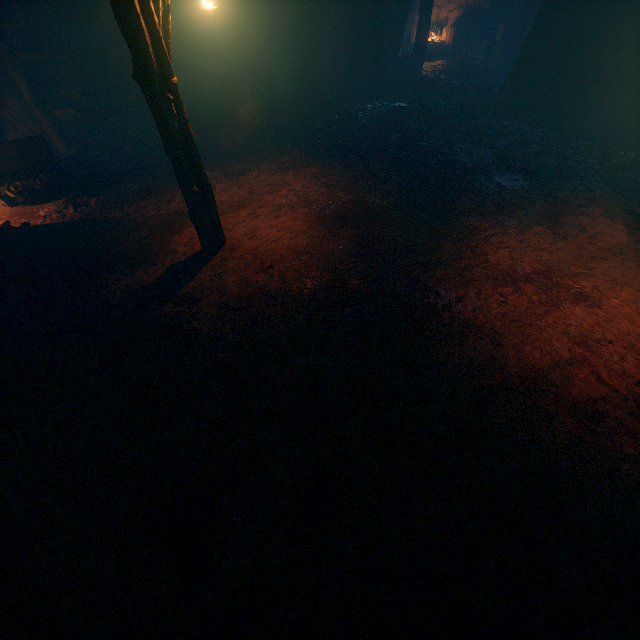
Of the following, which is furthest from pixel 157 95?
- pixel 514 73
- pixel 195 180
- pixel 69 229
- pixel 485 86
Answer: pixel 485 86

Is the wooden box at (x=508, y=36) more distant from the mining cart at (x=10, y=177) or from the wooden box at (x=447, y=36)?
the mining cart at (x=10, y=177)

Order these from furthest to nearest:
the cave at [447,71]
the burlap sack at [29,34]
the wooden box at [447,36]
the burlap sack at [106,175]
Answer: the wooden box at [447,36] → the cave at [447,71] → the burlap sack at [29,34] → the burlap sack at [106,175]

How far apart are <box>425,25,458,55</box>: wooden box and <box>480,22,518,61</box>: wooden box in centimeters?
157cm

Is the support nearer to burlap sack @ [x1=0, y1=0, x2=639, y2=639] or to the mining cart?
burlap sack @ [x1=0, y1=0, x2=639, y2=639]

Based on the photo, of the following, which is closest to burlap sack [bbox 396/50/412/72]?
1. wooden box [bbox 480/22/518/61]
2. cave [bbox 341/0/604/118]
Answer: cave [bbox 341/0/604/118]

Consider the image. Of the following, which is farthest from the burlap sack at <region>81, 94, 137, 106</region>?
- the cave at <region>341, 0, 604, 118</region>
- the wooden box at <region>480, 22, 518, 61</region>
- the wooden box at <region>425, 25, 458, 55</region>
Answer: the wooden box at <region>425, 25, 458, 55</region>

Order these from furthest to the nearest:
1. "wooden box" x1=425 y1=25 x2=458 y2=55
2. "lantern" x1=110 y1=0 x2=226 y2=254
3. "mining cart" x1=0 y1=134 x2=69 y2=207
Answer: "wooden box" x1=425 y1=25 x2=458 y2=55 < "mining cart" x1=0 y1=134 x2=69 y2=207 < "lantern" x1=110 y1=0 x2=226 y2=254
